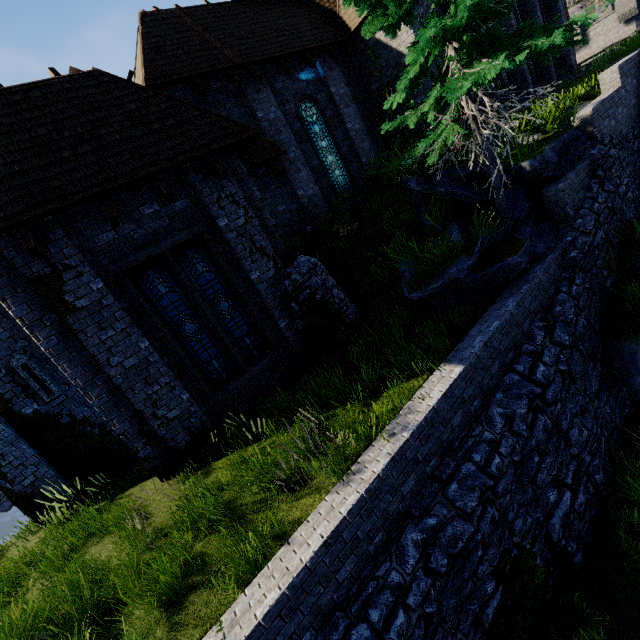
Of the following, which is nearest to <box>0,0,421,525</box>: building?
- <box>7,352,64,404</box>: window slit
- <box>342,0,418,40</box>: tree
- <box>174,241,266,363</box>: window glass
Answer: <box>7,352,64,404</box>: window slit

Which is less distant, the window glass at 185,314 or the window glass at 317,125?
the window glass at 185,314

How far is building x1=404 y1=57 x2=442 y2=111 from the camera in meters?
12.4

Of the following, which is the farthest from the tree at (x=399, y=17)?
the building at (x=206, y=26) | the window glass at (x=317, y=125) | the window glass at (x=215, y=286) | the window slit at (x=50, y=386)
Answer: the window slit at (x=50, y=386)

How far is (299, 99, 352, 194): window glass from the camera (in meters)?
12.95

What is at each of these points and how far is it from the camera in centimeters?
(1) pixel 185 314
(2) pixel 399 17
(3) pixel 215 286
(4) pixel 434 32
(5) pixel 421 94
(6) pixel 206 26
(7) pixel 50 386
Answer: (1) window glass, 772cm
(2) tree, 772cm
(3) window glass, 810cm
(4) tree, 582cm
(5) building, 1289cm
(6) building, 1157cm
(7) window slit, 854cm

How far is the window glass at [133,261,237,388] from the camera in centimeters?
736cm

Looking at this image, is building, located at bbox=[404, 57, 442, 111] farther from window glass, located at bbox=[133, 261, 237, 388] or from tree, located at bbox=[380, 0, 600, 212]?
tree, located at bbox=[380, 0, 600, 212]
